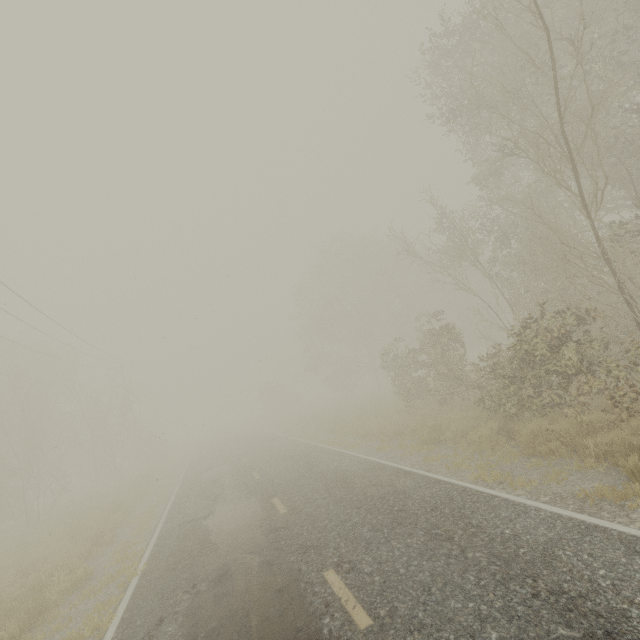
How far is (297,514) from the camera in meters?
8.0
